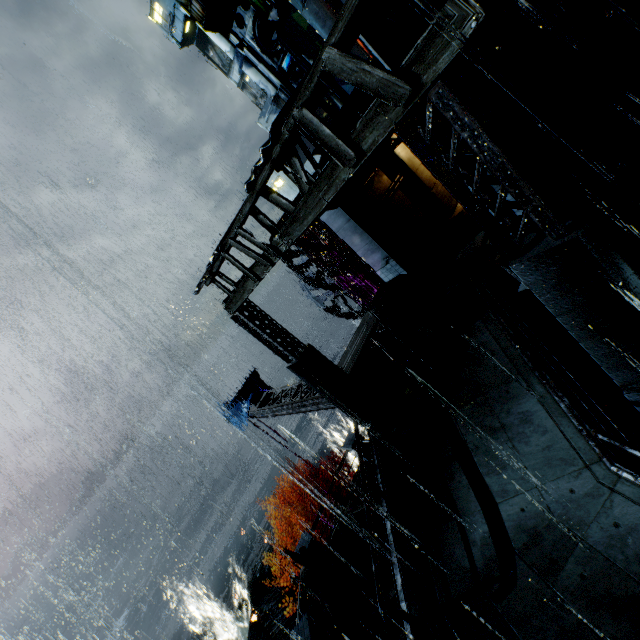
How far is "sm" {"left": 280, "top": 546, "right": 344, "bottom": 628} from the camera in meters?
11.0

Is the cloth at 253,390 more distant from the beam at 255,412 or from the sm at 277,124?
the sm at 277,124

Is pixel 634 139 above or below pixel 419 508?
above

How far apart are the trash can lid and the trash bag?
0.0m

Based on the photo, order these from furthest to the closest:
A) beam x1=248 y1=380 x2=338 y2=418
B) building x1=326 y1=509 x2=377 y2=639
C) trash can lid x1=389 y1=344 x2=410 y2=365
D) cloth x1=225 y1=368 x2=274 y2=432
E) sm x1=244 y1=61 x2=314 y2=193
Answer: cloth x1=225 y1=368 x2=274 y2=432
beam x1=248 y1=380 x2=338 y2=418
trash can lid x1=389 y1=344 x2=410 y2=365
building x1=326 y1=509 x2=377 y2=639
sm x1=244 y1=61 x2=314 y2=193

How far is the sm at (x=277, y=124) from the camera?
5.1 meters

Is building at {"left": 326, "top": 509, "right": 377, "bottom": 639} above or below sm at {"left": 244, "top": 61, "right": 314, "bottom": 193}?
below

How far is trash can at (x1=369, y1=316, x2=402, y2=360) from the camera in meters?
11.8 m
